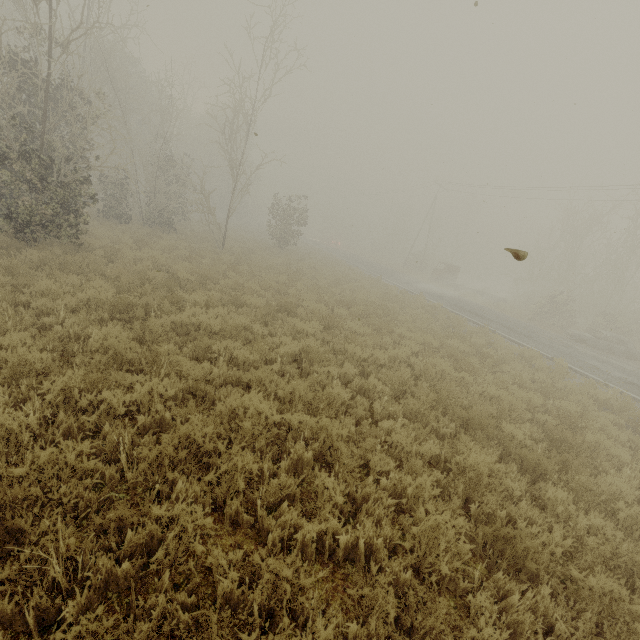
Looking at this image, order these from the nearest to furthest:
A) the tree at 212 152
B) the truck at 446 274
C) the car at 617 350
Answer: the tree at 212 152, the car at 617 350, the truck at 446 274

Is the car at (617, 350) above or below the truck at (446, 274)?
below

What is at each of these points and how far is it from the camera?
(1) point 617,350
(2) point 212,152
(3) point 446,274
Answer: (1) car, 19.6m
(2) tree, 45.5m
(3) truck, 34.2m

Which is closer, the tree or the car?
the tree

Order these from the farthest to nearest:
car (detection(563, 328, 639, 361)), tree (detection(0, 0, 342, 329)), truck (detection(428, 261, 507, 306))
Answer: truck (detection(428, 261, 507, 306)) → car (detection(563, 328, 639, 361)) → tree (detection(0, 0, 342, 329))

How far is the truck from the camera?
30.6m

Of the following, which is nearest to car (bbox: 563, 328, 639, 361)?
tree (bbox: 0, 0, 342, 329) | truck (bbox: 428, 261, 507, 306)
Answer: truck (bbox: 428, 261, 507, 306)

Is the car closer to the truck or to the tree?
the truck
